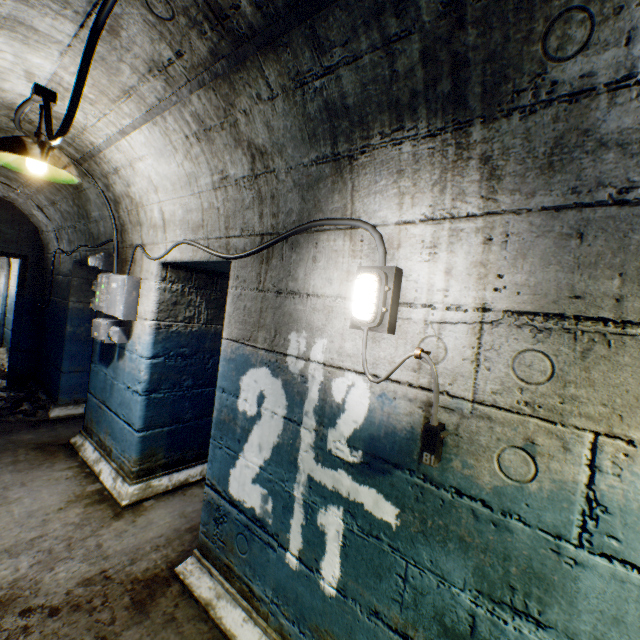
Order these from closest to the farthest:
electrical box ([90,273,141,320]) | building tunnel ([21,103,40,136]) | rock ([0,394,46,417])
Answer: building tunnel ([21,103,40,136])
electrical box ([90,273,141,320])
rock ([0,394,46,417])

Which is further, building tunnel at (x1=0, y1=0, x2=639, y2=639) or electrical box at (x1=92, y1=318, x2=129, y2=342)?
electrical box at (x1=92, y1=318, x2=129, y2=342)

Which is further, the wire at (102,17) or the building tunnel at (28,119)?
the building tunnel at (28,119)

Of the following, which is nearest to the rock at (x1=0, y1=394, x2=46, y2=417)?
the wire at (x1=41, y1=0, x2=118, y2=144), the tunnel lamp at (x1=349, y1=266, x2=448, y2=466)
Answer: the wire at (x1=41, y1=0, x2=118, y2=144)

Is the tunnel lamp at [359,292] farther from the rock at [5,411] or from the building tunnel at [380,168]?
the rock at [5,411]

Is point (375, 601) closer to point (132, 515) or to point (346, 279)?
point (346, 279)

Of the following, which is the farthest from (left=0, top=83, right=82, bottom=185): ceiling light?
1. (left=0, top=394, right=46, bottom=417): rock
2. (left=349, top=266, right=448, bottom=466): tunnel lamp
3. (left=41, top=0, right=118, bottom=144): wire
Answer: (left=0, top=394, right=46, bottom=417): rock

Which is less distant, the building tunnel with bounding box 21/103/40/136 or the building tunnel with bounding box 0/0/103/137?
the building tunnel with bounding box 0/0/103/137
